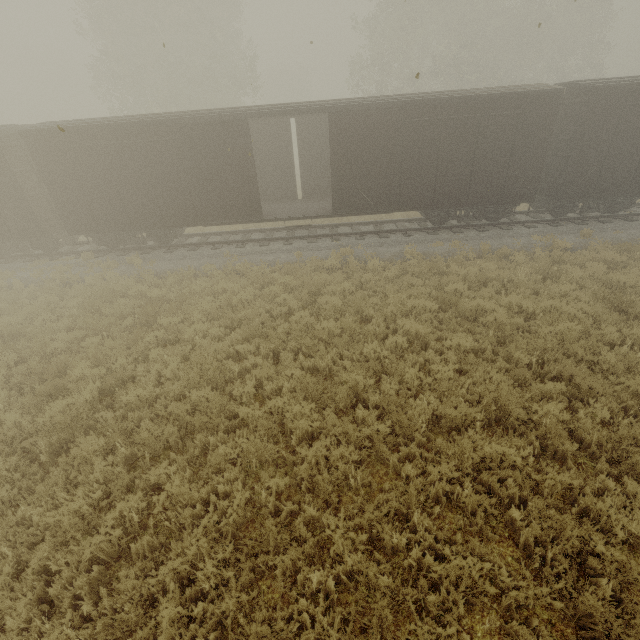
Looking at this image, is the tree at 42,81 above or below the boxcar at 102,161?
above

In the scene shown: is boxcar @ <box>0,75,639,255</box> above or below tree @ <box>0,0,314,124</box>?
below

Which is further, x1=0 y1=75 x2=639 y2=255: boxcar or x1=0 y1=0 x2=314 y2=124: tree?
x1=0 y1=0 x2=314 y2=124: tree

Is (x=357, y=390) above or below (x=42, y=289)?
below

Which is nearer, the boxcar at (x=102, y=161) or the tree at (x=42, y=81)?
the boxcar at (x=102, y=161)
